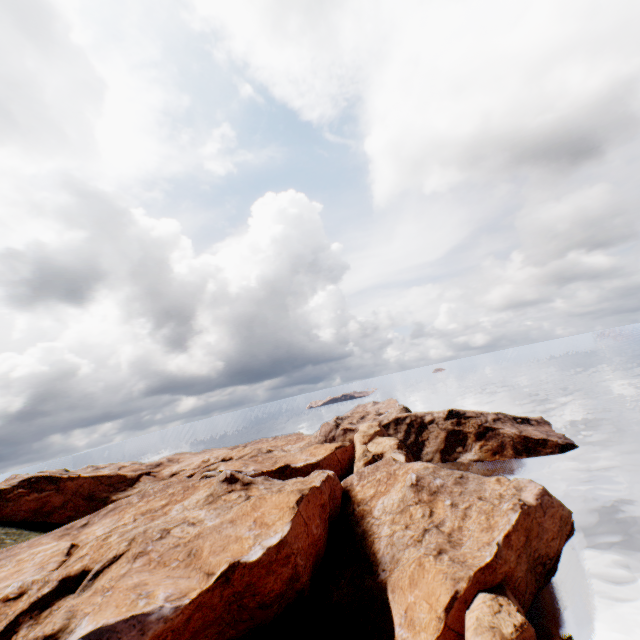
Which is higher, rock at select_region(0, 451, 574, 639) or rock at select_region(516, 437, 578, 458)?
rock at select_region(0, 451, 574, 639)

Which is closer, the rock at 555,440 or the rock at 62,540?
the rock at 62,540

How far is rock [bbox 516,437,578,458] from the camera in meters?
58.1

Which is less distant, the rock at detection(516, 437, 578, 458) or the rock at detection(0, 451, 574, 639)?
the rock at detection(0, 451, 574, 639)

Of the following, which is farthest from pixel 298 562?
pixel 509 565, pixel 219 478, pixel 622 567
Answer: pixel 622 567

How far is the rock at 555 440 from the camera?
58.1m
